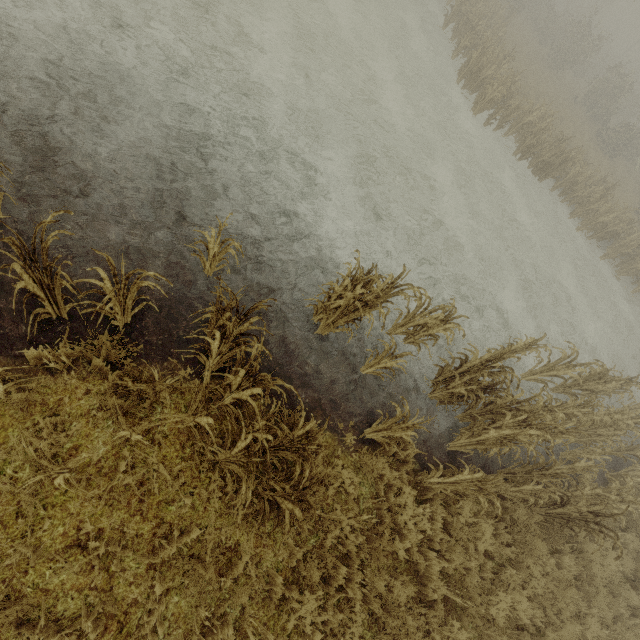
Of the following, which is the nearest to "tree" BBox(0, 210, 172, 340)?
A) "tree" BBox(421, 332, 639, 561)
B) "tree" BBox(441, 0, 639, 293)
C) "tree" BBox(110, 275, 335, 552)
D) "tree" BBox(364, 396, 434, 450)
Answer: "tree" BBox(110, 275, 335, 552)

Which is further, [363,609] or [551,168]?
[551,168]

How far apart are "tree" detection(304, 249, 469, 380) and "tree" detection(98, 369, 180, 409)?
1.6 meters

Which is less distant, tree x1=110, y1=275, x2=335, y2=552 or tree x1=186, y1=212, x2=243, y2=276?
tree x1=110, y1=275, x2=335, y2=552

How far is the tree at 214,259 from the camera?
4.7 meters

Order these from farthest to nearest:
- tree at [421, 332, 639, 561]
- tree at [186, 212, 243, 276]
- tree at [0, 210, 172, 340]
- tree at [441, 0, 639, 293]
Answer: tree at [441, 0, 639, 293], tree at [421, 332, 639, 561], tree at [186, 212, 243, 276], tree at [0, 210, 172, 340]

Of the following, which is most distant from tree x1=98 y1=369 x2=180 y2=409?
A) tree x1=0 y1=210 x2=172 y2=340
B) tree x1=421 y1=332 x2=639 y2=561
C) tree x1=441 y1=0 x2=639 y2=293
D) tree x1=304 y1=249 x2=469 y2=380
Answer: tree x1=441 y1=0 x2=639 y2=293

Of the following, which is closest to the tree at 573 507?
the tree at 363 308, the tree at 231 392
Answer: the tree at 363 308
